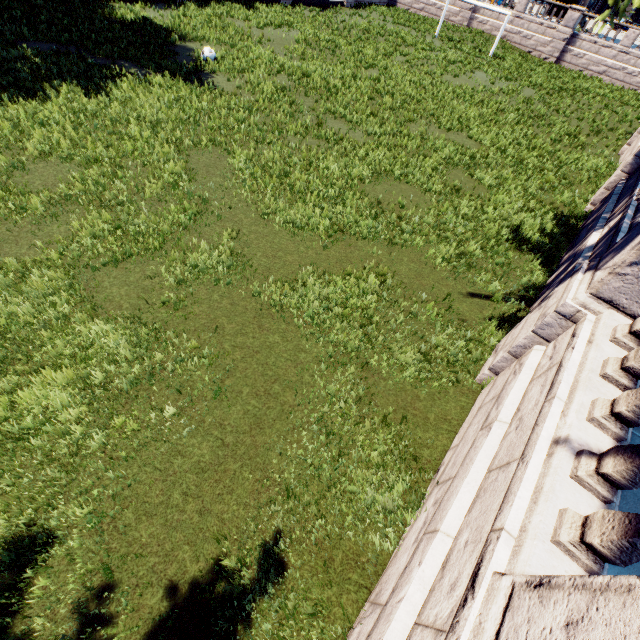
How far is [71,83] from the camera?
11.67m
